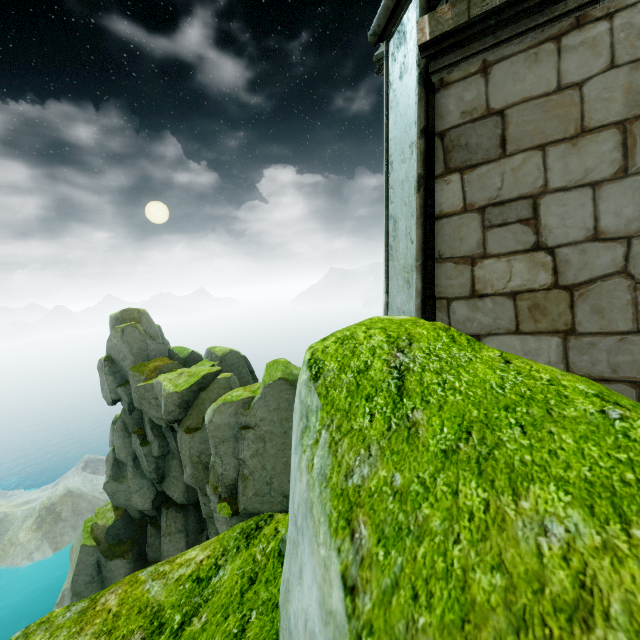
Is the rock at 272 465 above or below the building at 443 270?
below

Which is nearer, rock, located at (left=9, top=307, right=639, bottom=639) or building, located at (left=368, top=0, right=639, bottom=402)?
rock, located at (left=9, top=307, right=639, bottom=639)

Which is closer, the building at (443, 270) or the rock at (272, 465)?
the rock at (272, 465)

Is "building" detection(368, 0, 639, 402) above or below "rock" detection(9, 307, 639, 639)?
above

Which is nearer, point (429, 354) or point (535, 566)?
point (535, 566)
